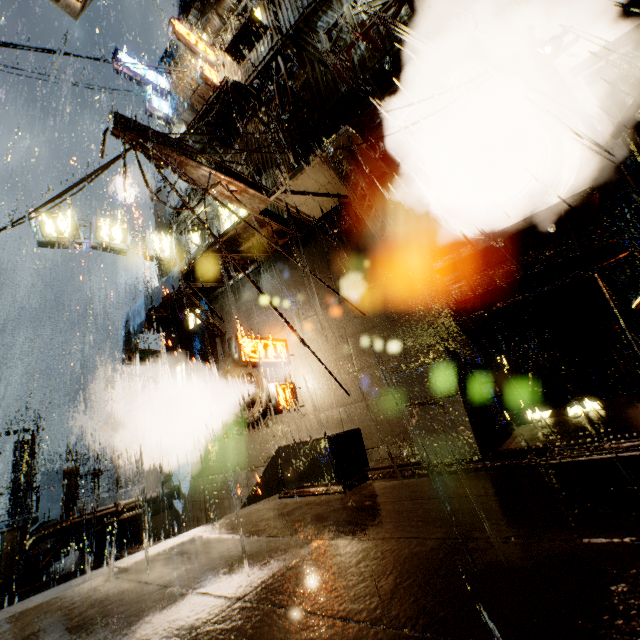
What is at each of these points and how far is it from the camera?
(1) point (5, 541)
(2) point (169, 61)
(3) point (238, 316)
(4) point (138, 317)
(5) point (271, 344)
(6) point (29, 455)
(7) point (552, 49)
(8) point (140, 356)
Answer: (1) bridge, 9.6m
(2) building, 19.0m
(3) building, 12.1m
(4) cloth, 12.5m
(5) sign, 9.4m
(6) street light, 22.1m
(7) lamp, 6.2m
(8) sign, 13.5m

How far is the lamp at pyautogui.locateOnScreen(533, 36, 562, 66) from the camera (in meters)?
6.01

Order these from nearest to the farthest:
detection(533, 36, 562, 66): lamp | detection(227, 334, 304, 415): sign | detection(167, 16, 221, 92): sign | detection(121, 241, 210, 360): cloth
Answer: detection(533, 36, 562, 66): lamp
detection(227, 334, 304, 415): sign
detection(121, 241, 210, 360): cloth
detection(167, 16, 221, 92): sign

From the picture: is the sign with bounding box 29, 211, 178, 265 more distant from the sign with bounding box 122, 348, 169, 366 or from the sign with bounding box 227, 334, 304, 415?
the sign with bounding box 227, 334, 304, 415

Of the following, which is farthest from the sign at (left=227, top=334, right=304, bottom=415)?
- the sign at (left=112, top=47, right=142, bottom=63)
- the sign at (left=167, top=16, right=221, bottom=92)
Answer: the sign at (left=112, top=47, right=142, bottom=63)

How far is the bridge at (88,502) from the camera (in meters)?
13.03

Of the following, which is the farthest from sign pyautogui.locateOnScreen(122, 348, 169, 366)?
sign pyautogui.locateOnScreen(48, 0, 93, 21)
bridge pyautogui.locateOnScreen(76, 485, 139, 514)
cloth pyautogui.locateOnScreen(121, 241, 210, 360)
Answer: sign pyautogui.locateOnScreen(48, 0, 93, 21)

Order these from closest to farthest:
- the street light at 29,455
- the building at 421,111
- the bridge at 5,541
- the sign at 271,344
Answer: the building at 421,111, the sign at 271,344, the bridge at 5,541, the street light at 29,455
